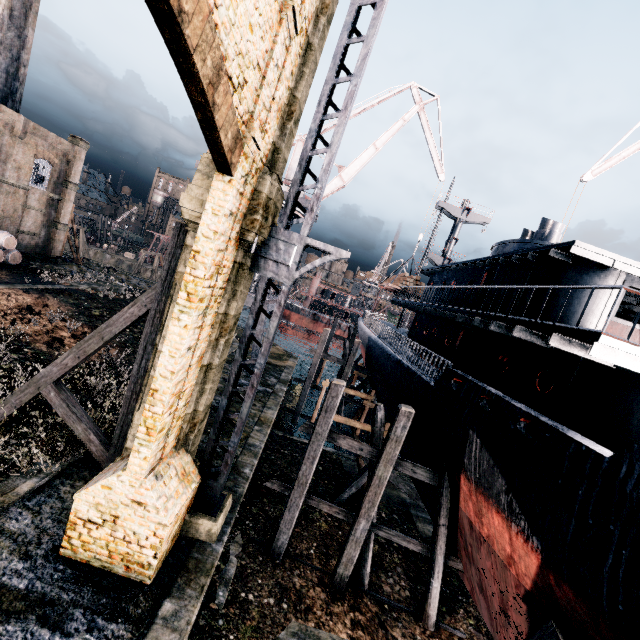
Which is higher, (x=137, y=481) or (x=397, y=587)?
(x=137, y=481)

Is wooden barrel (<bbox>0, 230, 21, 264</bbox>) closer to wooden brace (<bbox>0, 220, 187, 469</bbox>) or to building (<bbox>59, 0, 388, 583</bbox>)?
wooden brace (<bbox>0, 220, 187, 469</bbox>)

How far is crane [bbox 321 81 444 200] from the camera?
28.0 meters

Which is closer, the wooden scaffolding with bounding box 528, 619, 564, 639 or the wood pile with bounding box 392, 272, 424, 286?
the wooden scaffolding with bounding box 528, 619, 564, 639

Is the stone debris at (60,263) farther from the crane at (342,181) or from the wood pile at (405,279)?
the wood pile at (405,279)

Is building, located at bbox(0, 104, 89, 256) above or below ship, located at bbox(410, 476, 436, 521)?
above

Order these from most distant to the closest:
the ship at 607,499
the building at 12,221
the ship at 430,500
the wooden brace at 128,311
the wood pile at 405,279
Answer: the building at 12,221 < the wood pile at 405,279 < the ship at 430,500 < the wooden brace at 128,311 < the ship at 607,499

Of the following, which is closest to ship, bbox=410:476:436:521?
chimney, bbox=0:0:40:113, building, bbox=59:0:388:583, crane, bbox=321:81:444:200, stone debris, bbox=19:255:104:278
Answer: crane, bbox=321:81:444:200
